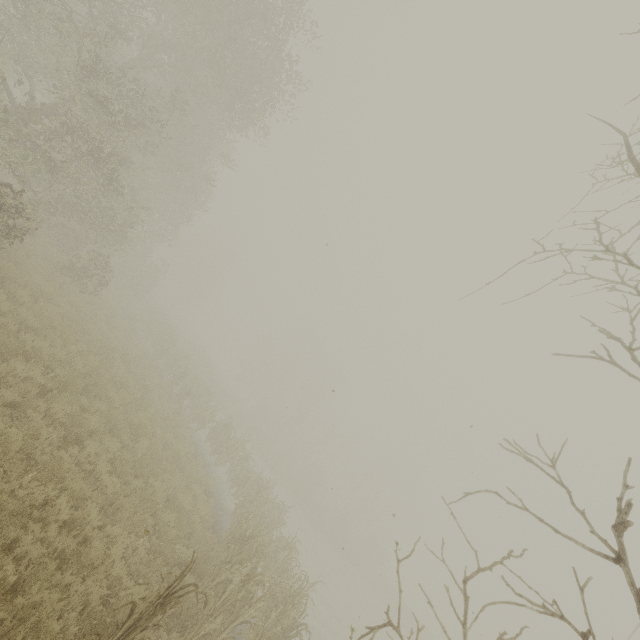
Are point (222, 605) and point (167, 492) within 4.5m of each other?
yes

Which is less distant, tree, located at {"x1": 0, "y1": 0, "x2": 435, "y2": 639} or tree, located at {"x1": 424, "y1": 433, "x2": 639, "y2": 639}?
tree, located at {"x1": 424, "y1": 433, "x2": 639, "y2": 639}

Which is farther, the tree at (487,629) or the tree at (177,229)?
the tree at (177,229)
